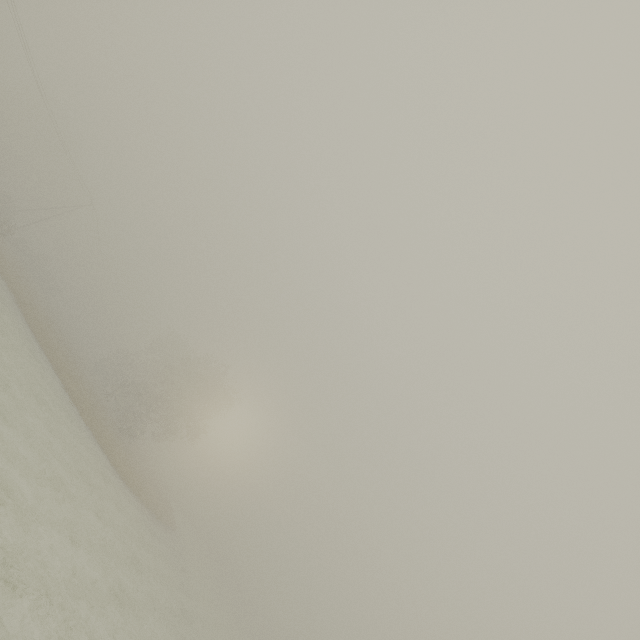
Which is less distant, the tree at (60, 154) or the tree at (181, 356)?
the tree at (181, 356)

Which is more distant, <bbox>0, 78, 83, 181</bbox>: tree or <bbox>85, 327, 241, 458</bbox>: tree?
<bbox>0, 78, 83, 181</bbox>: tree

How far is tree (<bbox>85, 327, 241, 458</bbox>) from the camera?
36.00m

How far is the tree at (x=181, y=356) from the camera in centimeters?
3600cm

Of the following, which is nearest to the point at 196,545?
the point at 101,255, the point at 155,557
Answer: the point at 155,557
